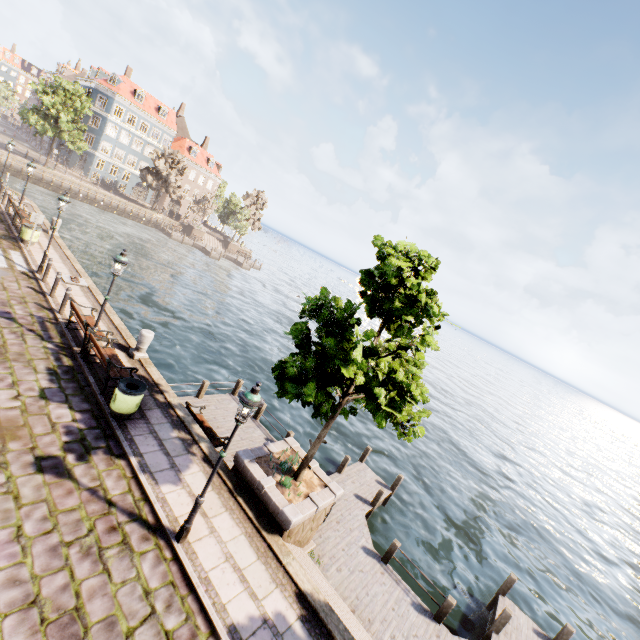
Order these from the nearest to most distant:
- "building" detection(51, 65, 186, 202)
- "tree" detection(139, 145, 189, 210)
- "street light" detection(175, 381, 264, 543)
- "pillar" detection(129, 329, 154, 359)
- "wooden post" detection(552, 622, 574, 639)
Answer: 1. "street light" detection(175, 381, 264, 543)
2. "wooden post" detection(552, 622, 574, 639)
3. "pillar" detection(129, 329, 154, 359)
4. "tree" detection(139, 145, 189, 210)
5. "building" detection(51, 65, 186, 202)

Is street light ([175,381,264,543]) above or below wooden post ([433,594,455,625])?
above

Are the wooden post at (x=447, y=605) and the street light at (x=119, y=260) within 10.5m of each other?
no

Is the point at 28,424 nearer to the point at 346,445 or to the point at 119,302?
the point at 346,445

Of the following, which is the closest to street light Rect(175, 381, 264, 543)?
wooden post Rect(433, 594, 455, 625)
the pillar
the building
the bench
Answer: the bench

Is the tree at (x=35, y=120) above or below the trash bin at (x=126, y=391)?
above

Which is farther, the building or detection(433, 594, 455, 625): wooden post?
the building

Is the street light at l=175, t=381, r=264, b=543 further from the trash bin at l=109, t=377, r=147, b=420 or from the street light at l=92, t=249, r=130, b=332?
the street light at l=92, t=249, r=130, b=332
